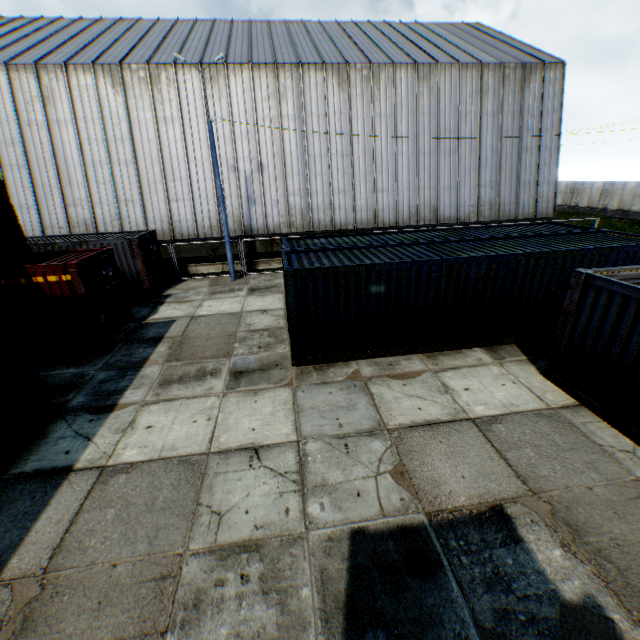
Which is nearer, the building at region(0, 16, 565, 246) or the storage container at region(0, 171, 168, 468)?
the storage container at region(0, 171, 168, 468)

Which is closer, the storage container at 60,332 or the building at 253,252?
the storage container at 60,332

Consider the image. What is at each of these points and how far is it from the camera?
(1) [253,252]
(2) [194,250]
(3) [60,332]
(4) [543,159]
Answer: (1) building, 20.9 meters
(2) building, 20.4 meters
(3) storage container, 11.1 meters
(4) building, 21.9 meters

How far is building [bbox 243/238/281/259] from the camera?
20.67m

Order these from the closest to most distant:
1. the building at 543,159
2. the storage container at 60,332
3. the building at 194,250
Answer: the storage container at 60,332 < the building at 543,159 < the building at 194,250

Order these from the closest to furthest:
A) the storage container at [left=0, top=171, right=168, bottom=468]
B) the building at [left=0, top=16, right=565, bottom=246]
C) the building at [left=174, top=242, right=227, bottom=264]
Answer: the storage container at [left=0, top=171, right=168, bottom=468] → the building at [left=0, top=16, right=565, bottom=246] → the building at [left=174, top=242, right=227, bottom=264]
